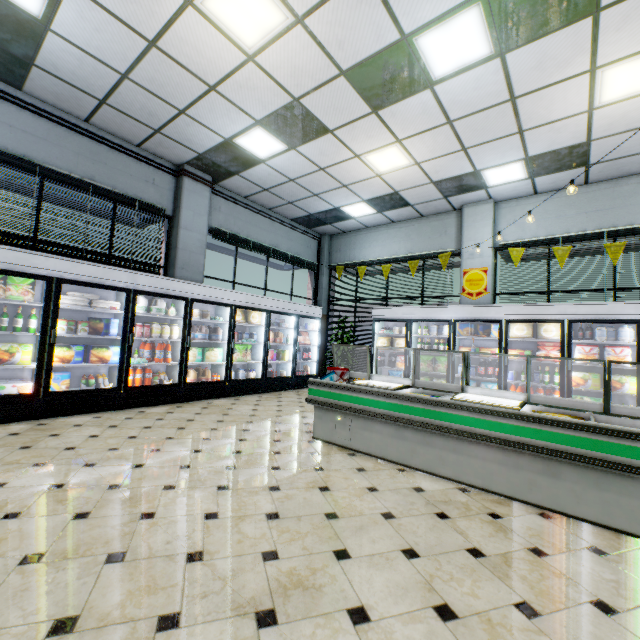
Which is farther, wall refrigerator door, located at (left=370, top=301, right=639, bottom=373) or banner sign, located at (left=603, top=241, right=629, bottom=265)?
banner sign, located at (left=603, top=241, right=629, bottom=265)

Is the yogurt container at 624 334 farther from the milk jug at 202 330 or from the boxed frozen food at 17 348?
the boxed frozen food at 17 348

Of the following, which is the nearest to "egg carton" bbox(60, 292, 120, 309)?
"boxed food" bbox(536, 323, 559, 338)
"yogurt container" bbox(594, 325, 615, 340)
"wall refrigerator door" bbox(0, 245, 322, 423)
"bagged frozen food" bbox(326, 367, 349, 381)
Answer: "wall refrigerator door" bbox(0, 245, 322, 423)

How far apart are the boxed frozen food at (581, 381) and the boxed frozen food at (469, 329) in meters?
1.9

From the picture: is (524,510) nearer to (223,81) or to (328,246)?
(223,81)

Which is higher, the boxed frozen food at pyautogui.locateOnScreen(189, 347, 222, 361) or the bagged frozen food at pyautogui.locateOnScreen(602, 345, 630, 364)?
the bagged frozen food at pyautogui.locateOnScreen(602, 345, 630, 364)

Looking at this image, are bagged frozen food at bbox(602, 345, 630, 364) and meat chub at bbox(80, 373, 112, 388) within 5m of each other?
no

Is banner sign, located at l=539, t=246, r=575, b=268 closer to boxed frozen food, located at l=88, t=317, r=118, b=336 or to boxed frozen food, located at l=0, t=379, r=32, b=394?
boxed frozen food, located at l=88, t=317, r=118, b=336
